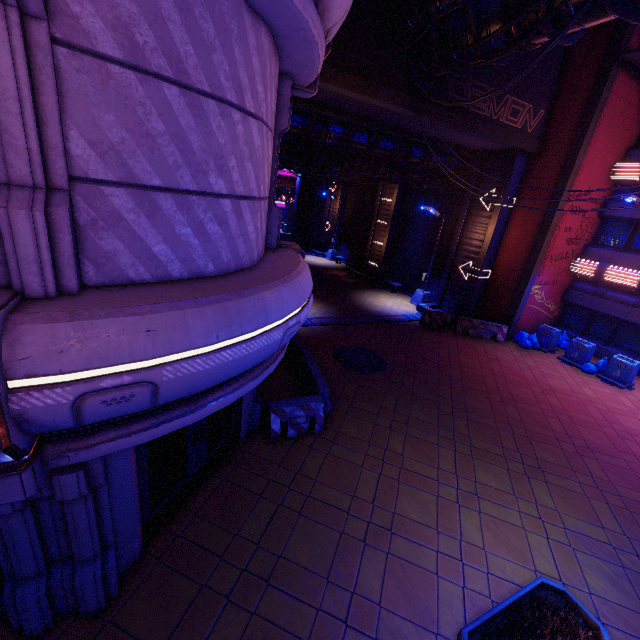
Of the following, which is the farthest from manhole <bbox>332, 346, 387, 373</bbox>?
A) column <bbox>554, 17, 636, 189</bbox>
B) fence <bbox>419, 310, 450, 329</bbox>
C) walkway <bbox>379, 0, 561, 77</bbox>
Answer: walkway <bbox>379, 0, 561, 77</bbox>

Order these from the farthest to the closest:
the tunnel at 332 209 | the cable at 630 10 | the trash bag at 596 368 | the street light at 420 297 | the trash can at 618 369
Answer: the tunnel at 332 209 → the street light at 420 297 → the trash bag at 596 368 → the trash can at 618 369 → the cable at 630 10

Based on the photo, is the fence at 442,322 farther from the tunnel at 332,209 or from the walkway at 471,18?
the tunnel at 332,209

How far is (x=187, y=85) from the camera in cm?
325

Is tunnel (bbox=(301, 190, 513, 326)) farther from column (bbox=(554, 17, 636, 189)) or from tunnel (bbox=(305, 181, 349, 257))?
tunnel (bbox=(305, 181, 349, 257))

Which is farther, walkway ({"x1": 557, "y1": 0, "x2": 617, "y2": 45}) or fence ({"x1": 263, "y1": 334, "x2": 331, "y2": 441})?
fence ({"x1": 263, "y1": 334, "x2": 331, "y2": 441})

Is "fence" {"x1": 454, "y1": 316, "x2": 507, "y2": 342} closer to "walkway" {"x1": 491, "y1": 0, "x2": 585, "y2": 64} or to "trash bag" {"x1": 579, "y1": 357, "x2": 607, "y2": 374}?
"trash bag" {"x1": 579, "y1": 357, "x2": 607, "y2": 374}

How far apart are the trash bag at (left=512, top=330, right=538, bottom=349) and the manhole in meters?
8.6 m
